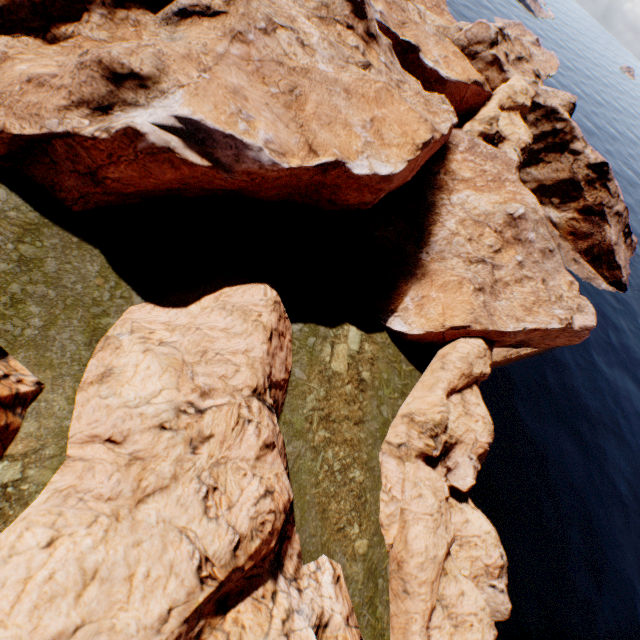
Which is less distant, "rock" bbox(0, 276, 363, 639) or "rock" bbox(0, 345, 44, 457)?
"rock" bbox(0, 276, 363, 639)

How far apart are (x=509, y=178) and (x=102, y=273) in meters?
42.2 m

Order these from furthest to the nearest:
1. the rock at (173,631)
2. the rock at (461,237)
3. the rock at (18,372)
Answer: the rock at (461,237) → the rock at (18,372) → the rock at (173,631)

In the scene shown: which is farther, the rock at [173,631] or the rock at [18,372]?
the rock at [18,372]

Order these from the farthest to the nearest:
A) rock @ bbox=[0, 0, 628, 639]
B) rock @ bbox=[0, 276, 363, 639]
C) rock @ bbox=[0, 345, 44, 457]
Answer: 1. rock @ bbox=[0, 0, 628, 639]
2. rock @ bbox=[0, 345, 44, 457]
3. rock @ bbox=[0, 276, 363, 639]
